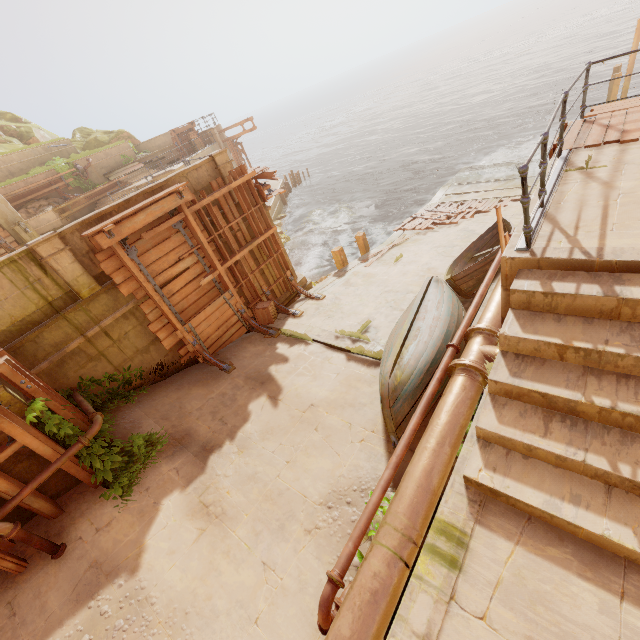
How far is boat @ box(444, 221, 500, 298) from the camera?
8.85m

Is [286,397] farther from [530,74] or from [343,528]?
[530,74]

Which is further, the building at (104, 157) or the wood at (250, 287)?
the building at (104, 157)

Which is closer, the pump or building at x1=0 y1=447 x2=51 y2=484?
building at x1=0 y1=447 x2=51 y2=484

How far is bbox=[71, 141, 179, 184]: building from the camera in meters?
23.5

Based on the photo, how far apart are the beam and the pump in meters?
14.5 m

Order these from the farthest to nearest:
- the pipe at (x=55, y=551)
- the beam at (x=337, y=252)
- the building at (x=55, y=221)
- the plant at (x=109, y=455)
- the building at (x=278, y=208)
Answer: the building at (x=55, y=221), the beam at (x=337, y=252), the building at (x=278, y=208), the plant at (x=109, y=455), the pipe at (x=55, y=551)

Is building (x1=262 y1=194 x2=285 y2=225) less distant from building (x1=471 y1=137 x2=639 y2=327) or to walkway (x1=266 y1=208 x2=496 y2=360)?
building (x1=471 y1=137 x2=639 y2=327)
